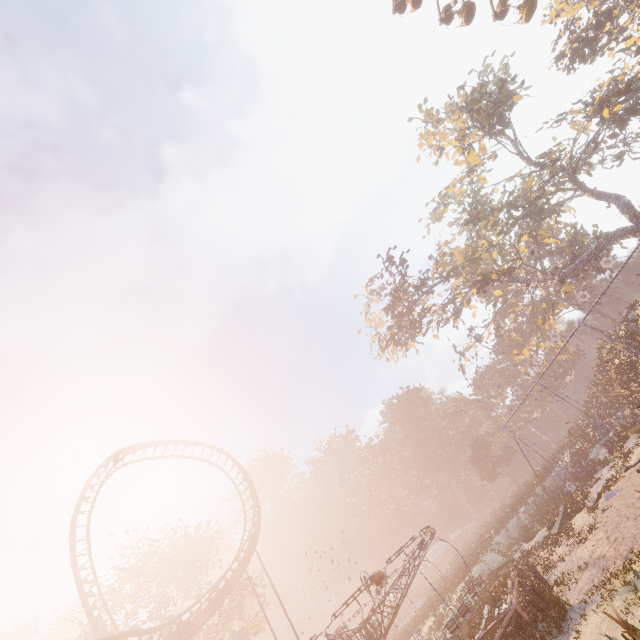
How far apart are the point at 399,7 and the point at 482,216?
23.15m

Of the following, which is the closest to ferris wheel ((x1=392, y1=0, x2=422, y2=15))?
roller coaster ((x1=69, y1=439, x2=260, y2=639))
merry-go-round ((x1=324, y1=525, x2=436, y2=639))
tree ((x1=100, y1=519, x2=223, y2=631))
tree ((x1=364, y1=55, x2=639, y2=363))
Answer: tree ((x1=364, y1=55, x2=639, y2=363))

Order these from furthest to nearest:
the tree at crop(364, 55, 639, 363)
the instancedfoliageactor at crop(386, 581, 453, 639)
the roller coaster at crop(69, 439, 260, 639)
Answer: the tree at crop(364, 55, 639, 363) < the instancedfoliageactor at crop(386, 581, 453, 639) < the roller coaster at crop(69, 439, 260, 639)

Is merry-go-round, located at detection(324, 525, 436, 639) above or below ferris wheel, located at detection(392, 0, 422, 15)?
below

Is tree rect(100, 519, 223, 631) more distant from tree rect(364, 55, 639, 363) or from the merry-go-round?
tree rect(364, 55, 639, 363)

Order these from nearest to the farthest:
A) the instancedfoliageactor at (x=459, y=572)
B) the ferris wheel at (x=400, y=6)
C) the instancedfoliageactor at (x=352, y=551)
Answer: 1. the instancedfoliageactor at (x=459, y=572)
2. the ferris wheel at (x=400, y=6)
3. the instancedfoliageactor at (x=352, y=551)

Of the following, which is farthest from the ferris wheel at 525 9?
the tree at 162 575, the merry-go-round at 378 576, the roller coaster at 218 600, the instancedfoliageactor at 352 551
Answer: the tree at 162 575

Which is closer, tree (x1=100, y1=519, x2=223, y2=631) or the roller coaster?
the roller coaster
